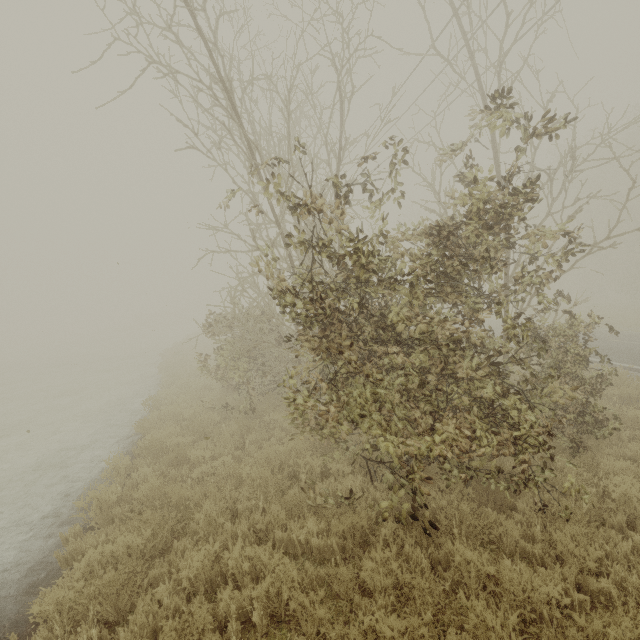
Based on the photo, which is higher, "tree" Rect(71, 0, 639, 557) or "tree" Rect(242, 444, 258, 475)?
"tree" Rect(71, 0, 639, 557)

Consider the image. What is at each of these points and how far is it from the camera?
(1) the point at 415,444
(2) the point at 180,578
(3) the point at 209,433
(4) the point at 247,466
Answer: (1) tree, 3.9 meters
(2) tree, 4.3 meters
(3) tree, 8.9 meters
(4) tree, 6.4 meters

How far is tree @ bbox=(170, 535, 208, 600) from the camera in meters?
4.1 m

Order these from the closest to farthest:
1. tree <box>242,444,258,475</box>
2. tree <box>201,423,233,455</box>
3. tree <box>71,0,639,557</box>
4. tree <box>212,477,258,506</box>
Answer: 1. tree <box>71,0,639,557</box>
2. tree <box>212,477,258,506</box>
3. tree <box>242,444,258,475</box>
4. tree <box>201,423,233,455</box>

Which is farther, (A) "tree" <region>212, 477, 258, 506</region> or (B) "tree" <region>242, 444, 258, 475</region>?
(B) "tree" <region>242, 444, 258, 475</region>

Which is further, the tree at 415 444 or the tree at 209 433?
the tree at 209 433

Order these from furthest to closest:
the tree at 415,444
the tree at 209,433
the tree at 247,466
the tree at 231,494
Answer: the tree at 209,433 < the tree at 247,466 < the tree at 231,494 < the tree at 415,444
